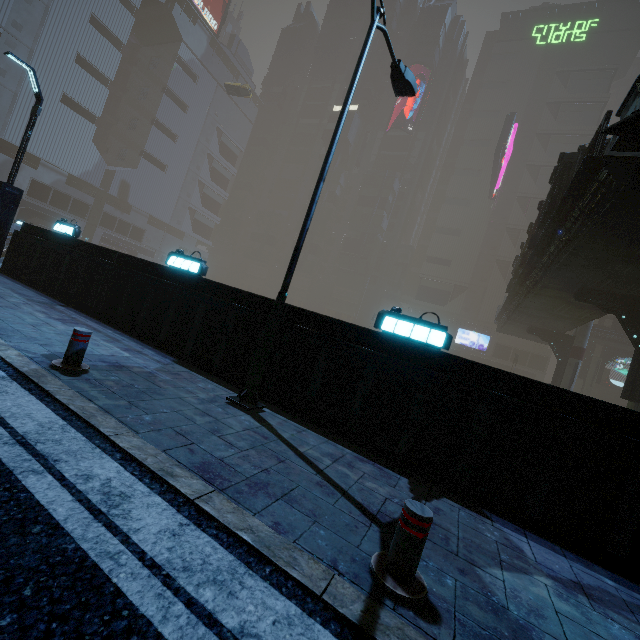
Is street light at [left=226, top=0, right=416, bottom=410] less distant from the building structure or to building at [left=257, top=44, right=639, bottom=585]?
building at [left=257, top=44, right=639, bottom=585]

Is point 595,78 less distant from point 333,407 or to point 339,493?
point 333,407

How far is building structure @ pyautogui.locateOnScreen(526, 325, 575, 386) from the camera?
27.6m

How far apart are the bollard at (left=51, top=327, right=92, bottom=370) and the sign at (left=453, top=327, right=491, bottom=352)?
59.2m

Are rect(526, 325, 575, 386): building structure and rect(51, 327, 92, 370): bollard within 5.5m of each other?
no

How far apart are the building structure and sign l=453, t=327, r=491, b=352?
27.4 meters

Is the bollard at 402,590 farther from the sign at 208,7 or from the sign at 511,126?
the sign at 208,7

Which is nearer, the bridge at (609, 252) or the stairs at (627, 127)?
the stairs at (627, 127)
